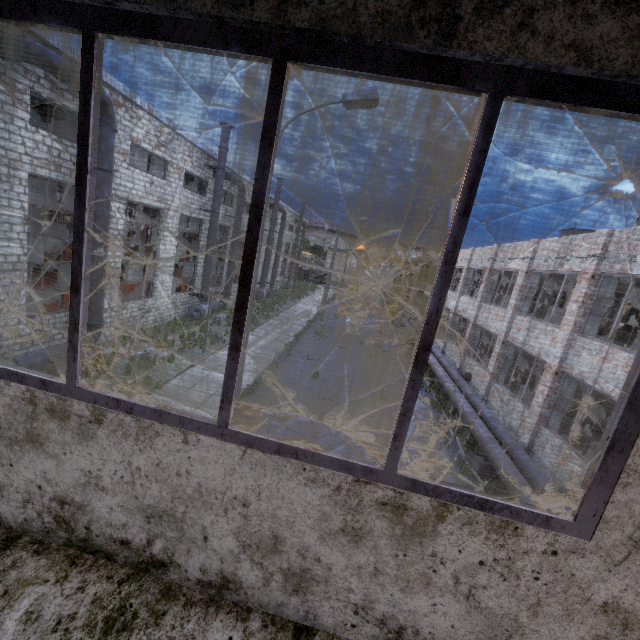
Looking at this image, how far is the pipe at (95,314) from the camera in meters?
12.3

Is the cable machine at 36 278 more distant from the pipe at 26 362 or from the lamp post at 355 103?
the lamp post at 355 103

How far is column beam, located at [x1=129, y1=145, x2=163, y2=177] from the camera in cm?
2266

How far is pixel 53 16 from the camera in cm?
115

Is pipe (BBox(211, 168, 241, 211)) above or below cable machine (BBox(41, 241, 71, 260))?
above

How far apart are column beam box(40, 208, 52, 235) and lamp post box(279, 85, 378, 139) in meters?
31.5

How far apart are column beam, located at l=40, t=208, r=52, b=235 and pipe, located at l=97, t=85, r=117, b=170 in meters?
23.2

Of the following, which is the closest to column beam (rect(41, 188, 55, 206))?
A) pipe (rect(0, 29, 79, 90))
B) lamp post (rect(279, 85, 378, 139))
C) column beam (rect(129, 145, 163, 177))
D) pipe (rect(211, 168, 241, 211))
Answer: column beam (rect(129, 145, 163, 177))
